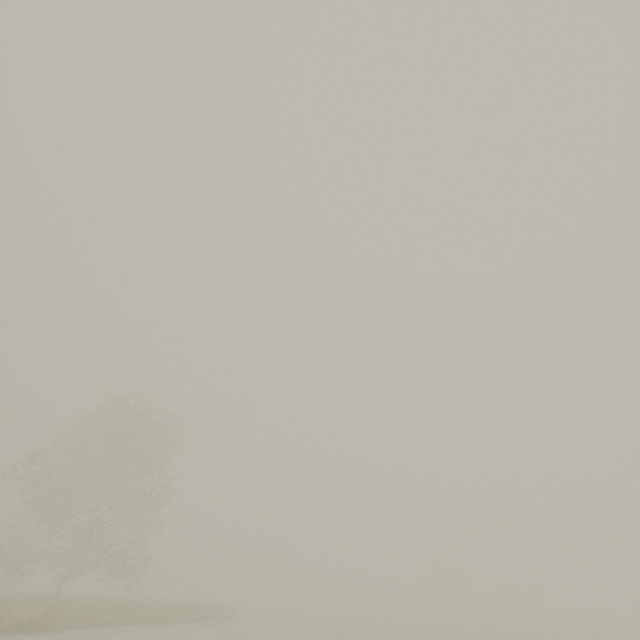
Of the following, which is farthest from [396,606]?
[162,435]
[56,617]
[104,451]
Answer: [56,617]
